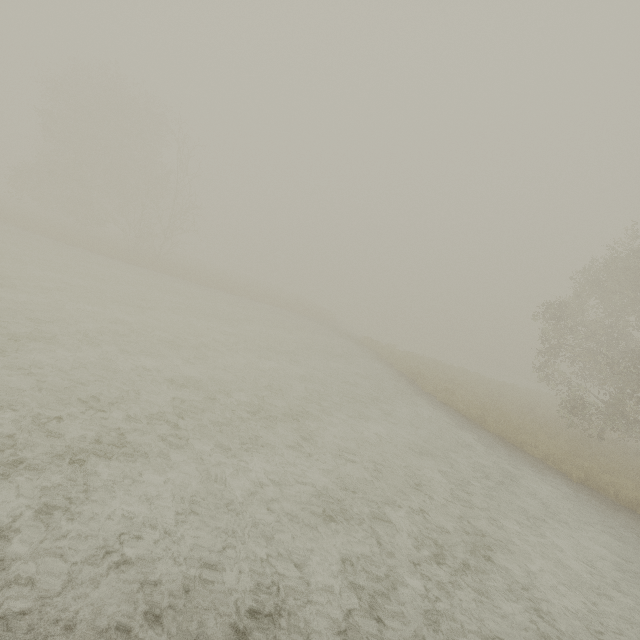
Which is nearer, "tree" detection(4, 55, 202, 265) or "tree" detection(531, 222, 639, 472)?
"tree" detection(531, 222, 639, 472)

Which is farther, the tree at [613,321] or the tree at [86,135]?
the tree at [86,135]

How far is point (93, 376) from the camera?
7.7m
